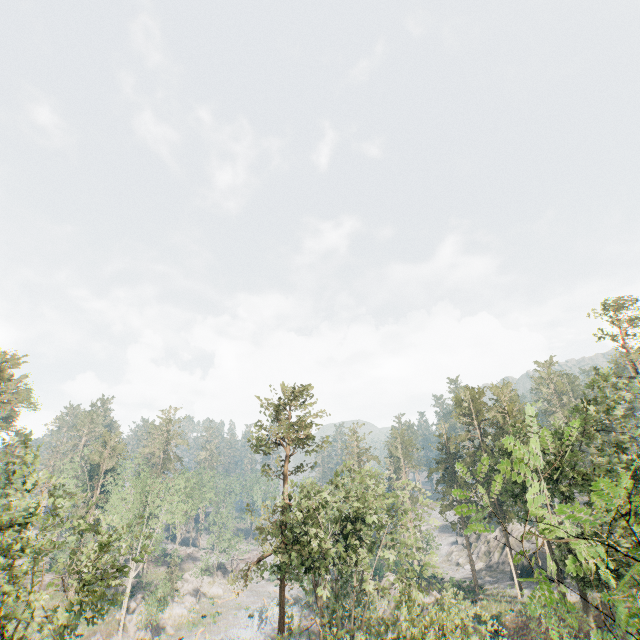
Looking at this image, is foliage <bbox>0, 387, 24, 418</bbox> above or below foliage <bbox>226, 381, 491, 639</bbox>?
above

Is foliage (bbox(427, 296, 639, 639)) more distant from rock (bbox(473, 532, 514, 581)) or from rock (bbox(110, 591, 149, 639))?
rock (bbox(473, 532, 514, 581))

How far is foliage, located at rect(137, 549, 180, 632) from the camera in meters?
40.0

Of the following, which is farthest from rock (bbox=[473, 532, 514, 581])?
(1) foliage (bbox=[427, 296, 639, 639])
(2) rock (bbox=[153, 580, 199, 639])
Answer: (2) rock (bbox=[153, 580, 199, 639])

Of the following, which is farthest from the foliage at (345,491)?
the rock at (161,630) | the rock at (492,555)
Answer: the rock at (492,555)

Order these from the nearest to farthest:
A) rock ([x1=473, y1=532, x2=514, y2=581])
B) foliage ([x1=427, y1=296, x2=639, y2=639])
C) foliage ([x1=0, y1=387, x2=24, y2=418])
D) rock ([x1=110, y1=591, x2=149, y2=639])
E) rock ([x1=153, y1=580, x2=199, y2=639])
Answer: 1. foliage ([x1=427, y1=296, x2=639, y2=639])
2. foliage ([x1=0, y1=387, x2=24, y2=418])
3. rock ([x1=110, y1=591, x2=149, y2=639])
4. rock ([x1=153, y1=580, x2=199, y2=639])
5. rock ([x1=473, y1=532, x2=514, y2=581])

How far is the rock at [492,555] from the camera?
51.16m

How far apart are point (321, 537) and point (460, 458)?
39.2 meters
